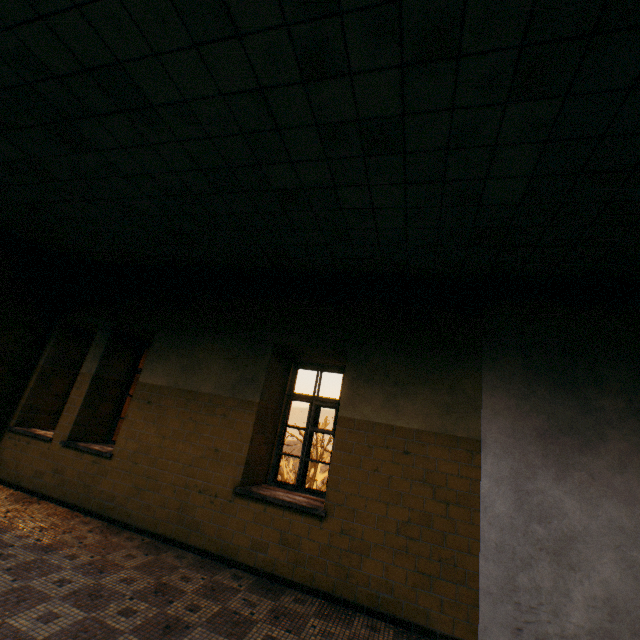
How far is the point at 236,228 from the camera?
4.14m
